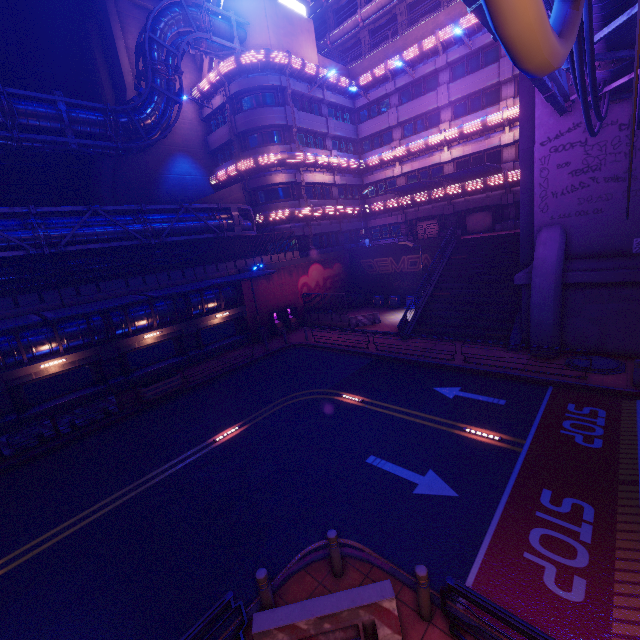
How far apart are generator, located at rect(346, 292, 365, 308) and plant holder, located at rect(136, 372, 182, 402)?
18.36m

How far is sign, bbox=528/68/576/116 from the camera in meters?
9.5

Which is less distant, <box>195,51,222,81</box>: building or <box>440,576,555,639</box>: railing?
<box>440,576,555,639</box>: railing

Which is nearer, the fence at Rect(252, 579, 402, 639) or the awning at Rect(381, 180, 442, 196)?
the fence at Rect(252, 579, 402, 639)

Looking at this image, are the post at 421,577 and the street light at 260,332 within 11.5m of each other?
no

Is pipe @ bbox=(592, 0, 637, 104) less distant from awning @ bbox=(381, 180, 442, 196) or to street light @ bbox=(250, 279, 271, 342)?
awning @ bbox=(381, 180, 442, 196)

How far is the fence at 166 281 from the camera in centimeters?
1788cm

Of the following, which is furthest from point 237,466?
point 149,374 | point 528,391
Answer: point 149,374
